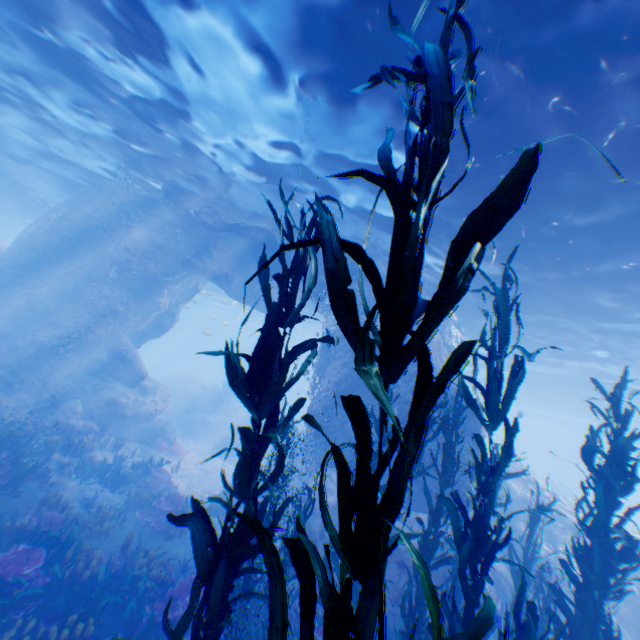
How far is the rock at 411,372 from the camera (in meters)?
11.23

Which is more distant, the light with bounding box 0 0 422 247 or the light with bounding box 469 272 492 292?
the light with bounding box 469 272 492 292

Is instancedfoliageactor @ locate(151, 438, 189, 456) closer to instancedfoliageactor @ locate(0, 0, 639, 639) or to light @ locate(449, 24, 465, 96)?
light @ locate(449, 24, 465, 96)

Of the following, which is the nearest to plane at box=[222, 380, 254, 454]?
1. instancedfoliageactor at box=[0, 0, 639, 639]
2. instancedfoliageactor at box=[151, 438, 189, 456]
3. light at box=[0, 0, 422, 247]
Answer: light at box=[0, 0, 422, 247]

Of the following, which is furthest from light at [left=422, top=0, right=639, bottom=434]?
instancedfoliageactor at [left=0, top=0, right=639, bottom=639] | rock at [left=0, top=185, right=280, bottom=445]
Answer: instancedfoliageactor at [left=0, top=0, right=639, bottom=639]

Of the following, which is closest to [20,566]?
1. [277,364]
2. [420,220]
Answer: [277,364]

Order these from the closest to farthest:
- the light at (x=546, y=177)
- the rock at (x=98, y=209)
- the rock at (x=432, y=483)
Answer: the light at (x=546, y=177), the rock at (x=432, y=483), the rock at (x=98, y=209)

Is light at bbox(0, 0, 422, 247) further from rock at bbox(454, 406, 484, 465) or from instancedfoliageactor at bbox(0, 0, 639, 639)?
instancedfoliageactor at bbox(0, 0, 639, 639)
